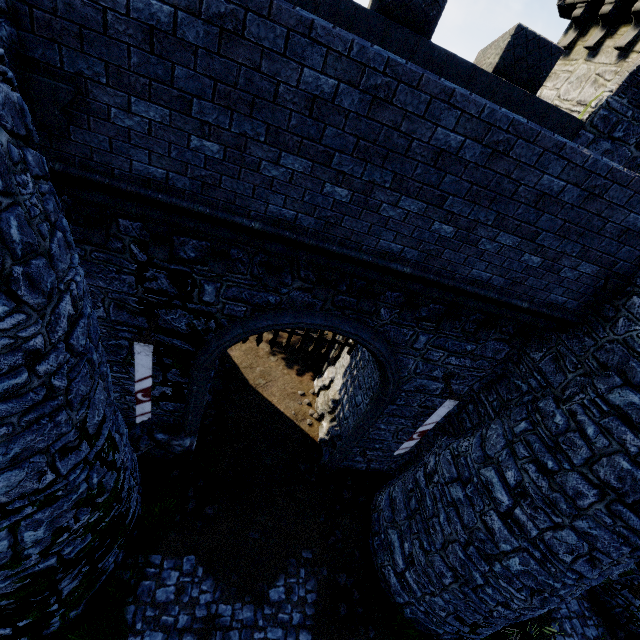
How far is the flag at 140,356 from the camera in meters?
5.9 m

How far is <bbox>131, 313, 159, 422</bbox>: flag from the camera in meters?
5.9

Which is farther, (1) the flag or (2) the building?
(1) the flag

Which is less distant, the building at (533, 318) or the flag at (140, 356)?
the building at (533, 318)

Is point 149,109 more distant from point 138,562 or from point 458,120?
point 138,562
